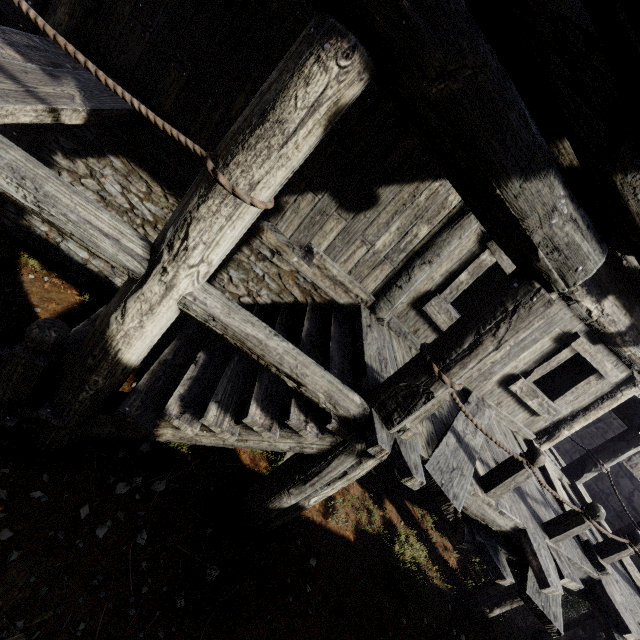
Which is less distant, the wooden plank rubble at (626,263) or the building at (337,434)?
the building at (337,434)

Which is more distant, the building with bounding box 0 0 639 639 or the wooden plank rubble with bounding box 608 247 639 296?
the wooden plank rubble with bounding box 608 247 639 296

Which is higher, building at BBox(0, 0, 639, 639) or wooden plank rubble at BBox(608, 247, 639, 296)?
wooden plank rubble at BBox(608, 247, 639, 296)

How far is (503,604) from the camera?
5.40m

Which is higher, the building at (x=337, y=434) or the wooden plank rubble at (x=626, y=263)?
the wooden plank rubble at (x=626, y=263)
